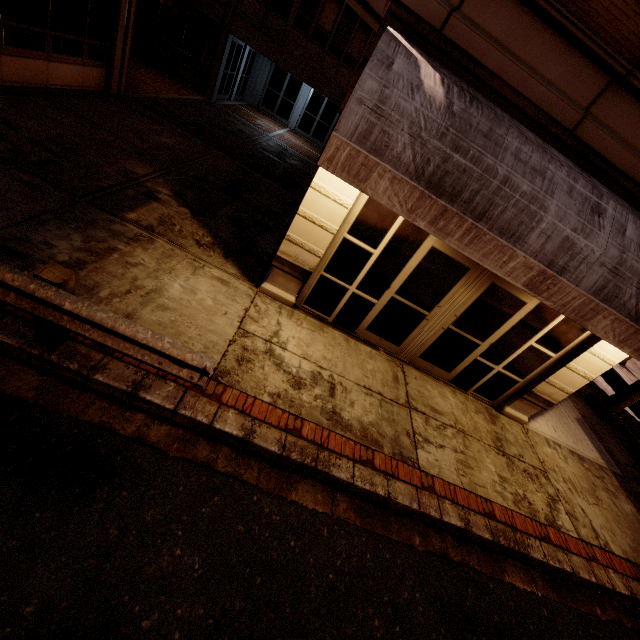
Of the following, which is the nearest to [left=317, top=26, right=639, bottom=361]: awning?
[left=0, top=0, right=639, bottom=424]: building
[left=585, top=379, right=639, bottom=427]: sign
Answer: [left=0, top=0, right=639, bottom=424]: building

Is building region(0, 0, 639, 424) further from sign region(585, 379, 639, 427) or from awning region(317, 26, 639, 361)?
sign region(585, 379, 639, 427)

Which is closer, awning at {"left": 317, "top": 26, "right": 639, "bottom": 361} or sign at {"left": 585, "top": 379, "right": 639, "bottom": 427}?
awning at {"left": 317, "top": 26, "right": 639, "bottom": 361}

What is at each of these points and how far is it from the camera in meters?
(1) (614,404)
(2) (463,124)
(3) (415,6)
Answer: (1) sign, 10.9
(2) awning, 3.5
(3) building, 3.8

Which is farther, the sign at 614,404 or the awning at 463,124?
the sign at 614,404

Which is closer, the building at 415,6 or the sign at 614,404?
the building at 415,6

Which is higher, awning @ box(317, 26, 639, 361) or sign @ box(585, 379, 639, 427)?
awning @ box(317, 26, 639, 361)
